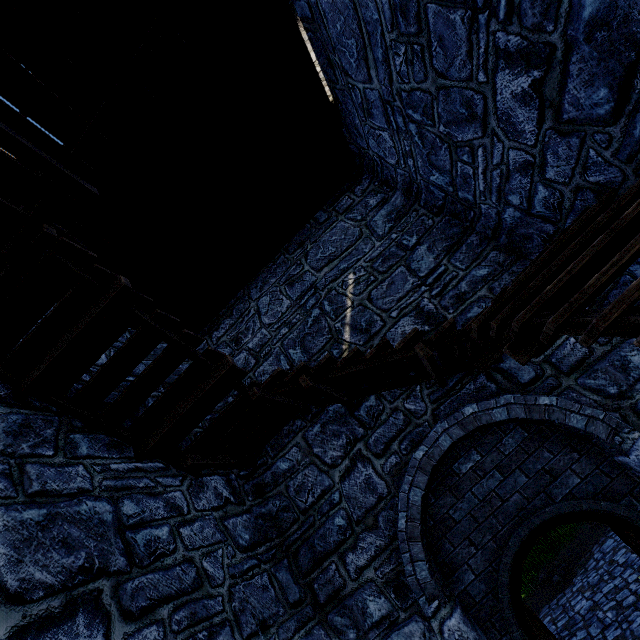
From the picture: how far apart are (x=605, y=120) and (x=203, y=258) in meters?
6.1
